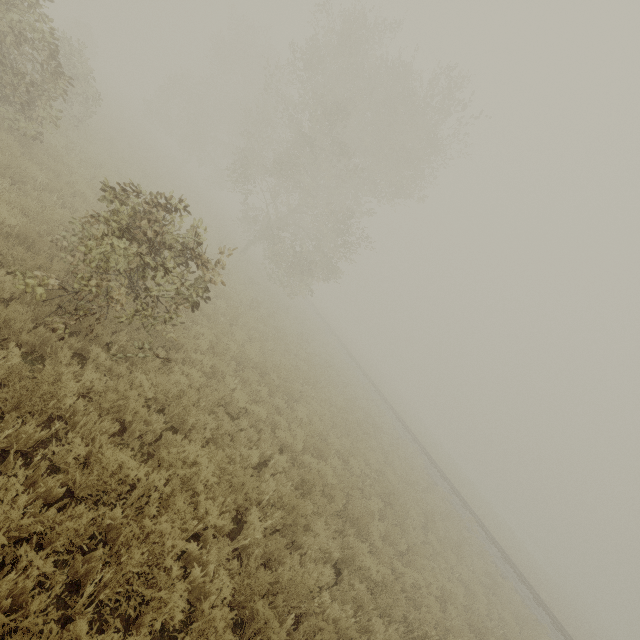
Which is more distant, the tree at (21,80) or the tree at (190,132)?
the tree at (21,80)

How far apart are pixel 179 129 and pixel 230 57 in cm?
945

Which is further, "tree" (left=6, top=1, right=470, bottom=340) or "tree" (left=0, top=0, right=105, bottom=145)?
"tree" (left=0, top=0, right=105, bottom=145)
